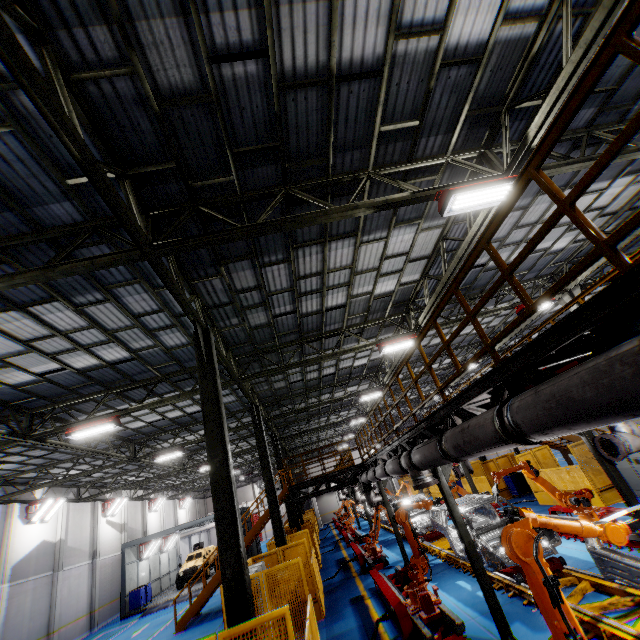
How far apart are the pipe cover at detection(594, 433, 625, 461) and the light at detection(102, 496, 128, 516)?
32.3 meters

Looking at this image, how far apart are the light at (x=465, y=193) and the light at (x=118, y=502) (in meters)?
32.48

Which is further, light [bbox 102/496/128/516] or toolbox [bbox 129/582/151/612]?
light [bbox 102/496/128/516]

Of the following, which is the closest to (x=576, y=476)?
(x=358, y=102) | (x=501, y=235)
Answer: (x=501, y=235)

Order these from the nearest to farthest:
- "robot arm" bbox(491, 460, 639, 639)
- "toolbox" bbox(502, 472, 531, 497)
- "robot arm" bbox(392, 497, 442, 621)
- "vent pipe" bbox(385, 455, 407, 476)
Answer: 1. "robot arm" bbox(491, 460, 639, 639)
2. "robot arm" bbox(392, 497, 442, 621)
3. "vent pipe" bbox(385, 455, 407, 476)
4. "toolbox" bbox(502, 472, 531, 497)

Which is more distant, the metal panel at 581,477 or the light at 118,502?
the light at 118,502

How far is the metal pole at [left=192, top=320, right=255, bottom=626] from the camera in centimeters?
588cm

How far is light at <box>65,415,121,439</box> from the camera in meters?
11.3 m
